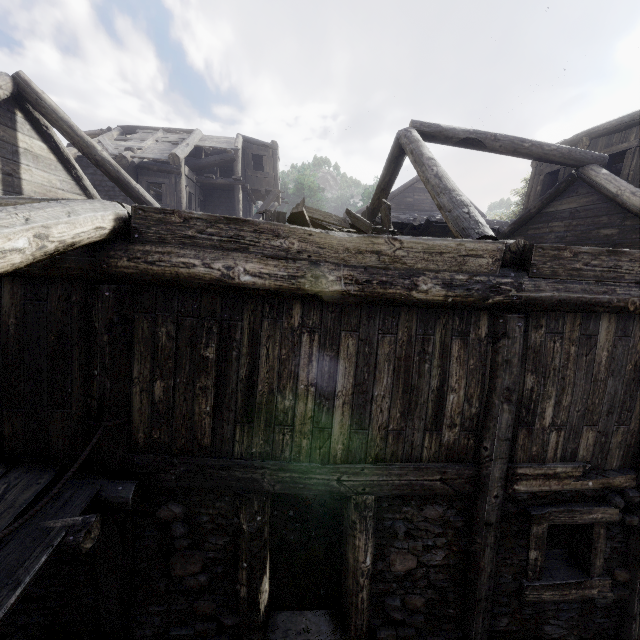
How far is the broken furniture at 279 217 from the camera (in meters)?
8.03

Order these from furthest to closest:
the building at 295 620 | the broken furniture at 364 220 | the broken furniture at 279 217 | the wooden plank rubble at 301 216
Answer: the broken furniture at 279 217
the broken furniture at 364 220
the wooden plank rubble at 301 216
the building at 295 620

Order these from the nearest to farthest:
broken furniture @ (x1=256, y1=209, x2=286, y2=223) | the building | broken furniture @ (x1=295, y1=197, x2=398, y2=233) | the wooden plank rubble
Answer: the building, the wooden plank rubble, broken furniture @ (x1=295, y1=197, x2=398, y2=233), broken furniture @ (x1=256, y1=209, x2=286, y2=223)

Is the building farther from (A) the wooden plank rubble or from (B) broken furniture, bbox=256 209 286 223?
(B) broken furniture, bbox=256 209 286 223

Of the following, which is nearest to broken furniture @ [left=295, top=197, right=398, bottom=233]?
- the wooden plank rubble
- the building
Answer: the wooden plank rubble

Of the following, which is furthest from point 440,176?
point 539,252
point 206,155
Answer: point 206,155

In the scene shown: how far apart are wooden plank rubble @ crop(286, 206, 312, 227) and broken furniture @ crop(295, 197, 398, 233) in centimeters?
1cm

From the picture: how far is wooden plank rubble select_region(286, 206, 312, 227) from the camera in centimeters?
548cm
